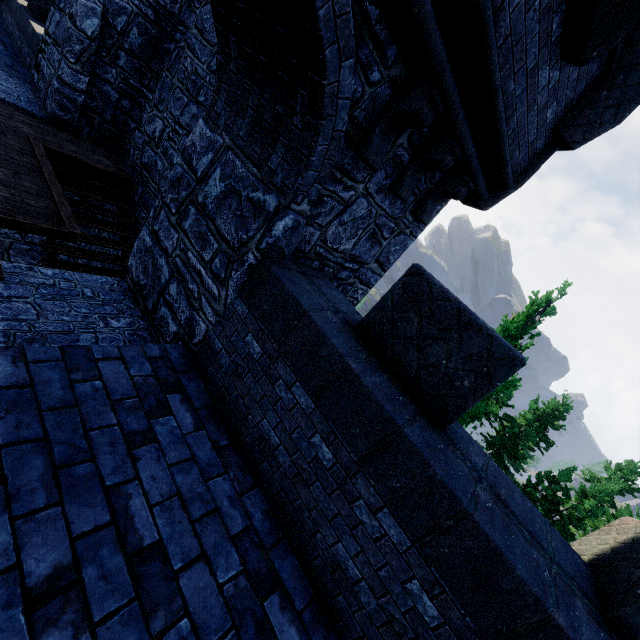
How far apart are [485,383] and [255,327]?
2.3m

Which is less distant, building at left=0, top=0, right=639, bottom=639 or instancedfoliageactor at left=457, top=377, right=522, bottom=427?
building at left=0, top=0, right=639, bottom=639

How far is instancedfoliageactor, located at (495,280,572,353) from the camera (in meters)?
8.05

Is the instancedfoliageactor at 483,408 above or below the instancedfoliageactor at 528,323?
below

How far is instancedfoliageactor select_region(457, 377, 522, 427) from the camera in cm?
790

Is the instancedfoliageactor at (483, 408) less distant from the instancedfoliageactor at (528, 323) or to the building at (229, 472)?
the instancedfoliageactor at (528, 323)

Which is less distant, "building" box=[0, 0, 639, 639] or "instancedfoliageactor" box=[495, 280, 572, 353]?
"building" box=[0, 0, 639, 639]

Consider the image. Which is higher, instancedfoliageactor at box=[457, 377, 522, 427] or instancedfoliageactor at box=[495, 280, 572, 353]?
instancedfoliageactor at box=[495, 280, 572, 353]
